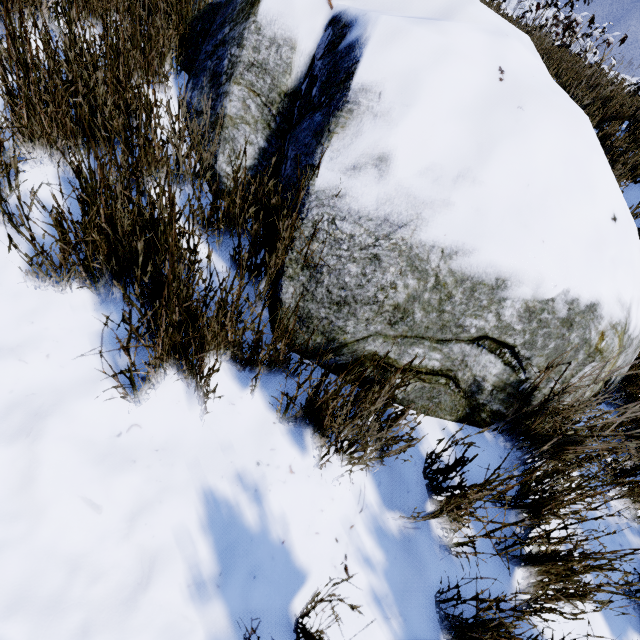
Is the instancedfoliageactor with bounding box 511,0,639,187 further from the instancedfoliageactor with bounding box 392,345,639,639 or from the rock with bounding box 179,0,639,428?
the instancedfoliageactor with bounding box 392,345,639,639

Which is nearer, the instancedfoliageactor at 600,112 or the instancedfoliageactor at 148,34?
the instancedfoliageactor at 148,34

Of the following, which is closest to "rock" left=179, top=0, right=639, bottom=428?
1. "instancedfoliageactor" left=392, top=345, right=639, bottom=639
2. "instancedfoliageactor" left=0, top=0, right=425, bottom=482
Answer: "instancedfoliageactor" left=392, top=345, right=639, bottom=639

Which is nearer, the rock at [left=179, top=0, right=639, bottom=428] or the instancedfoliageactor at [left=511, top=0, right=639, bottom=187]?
the rock at [left=179, top=0, right=639, bottom=428]

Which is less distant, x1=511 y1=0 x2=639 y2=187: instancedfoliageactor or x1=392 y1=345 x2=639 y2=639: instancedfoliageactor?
x1=392 y1=345 x2=639 y2=639: instancedfoliageactor

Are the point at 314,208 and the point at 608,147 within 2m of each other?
no

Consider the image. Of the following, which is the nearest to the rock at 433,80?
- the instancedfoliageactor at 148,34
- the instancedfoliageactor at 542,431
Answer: the instancedfoliageactor at 542,431
